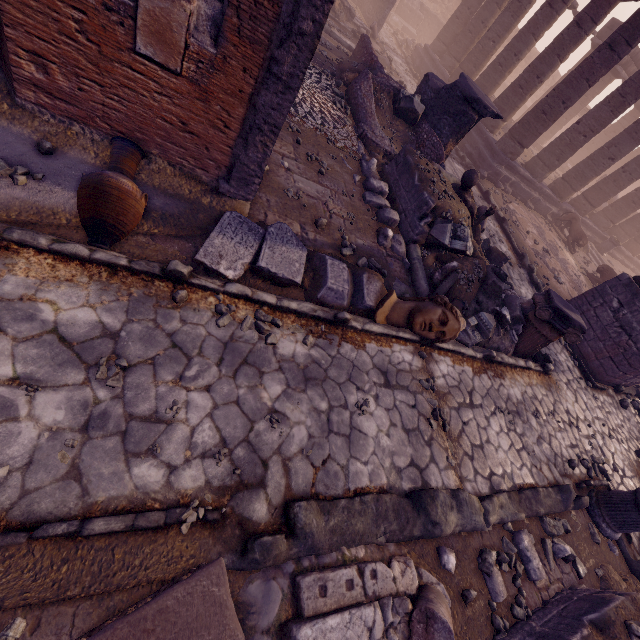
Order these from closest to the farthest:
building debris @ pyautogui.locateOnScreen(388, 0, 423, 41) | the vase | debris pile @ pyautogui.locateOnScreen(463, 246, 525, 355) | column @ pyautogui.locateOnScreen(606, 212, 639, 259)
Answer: the vase
debris pile @ pyautogui.locateOnScreen(463, 246, 525, 355)
column @ pyautogui.locateOnScreen(606, 212, 639, 259)
building debris @ pyautogui.locateOnScreen(388, 0, 423, 41)

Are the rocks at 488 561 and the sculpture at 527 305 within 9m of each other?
yes

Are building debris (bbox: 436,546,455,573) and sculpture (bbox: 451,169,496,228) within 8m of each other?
yes

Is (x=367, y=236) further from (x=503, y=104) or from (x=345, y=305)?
(x=503, y=104)

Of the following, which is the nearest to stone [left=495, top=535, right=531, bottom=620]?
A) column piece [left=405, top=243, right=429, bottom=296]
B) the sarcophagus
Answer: column piece [left=405, top=243, right=429, bottom=296]

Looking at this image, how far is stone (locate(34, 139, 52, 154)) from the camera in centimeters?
341cm

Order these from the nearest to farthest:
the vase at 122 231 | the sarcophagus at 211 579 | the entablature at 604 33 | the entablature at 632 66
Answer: the sarcophagus at 211 579
the vase at 122 231
the entablature at 604 33
the entablature at 632 66

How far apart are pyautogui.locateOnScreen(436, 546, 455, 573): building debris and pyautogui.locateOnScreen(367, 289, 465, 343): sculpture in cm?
266
